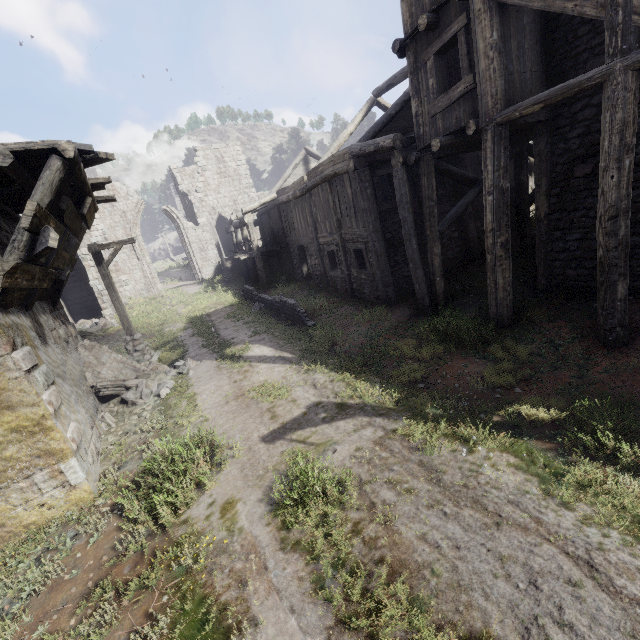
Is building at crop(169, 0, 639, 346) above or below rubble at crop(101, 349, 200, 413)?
above

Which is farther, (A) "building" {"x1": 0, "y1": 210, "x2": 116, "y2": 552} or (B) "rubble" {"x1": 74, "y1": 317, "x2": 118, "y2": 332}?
(B) "rubble" {"x1": 74, "y1": 317, "x2": 118, "y2": 332}

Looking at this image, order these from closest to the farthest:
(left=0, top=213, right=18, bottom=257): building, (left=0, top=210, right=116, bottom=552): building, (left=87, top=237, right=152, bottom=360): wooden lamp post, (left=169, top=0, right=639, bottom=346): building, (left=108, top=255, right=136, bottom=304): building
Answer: (left=0, top=210, right=116, bottom=552): building → (left=169, top=0, right=639, bottom=346): building → (left=0, top=213, right=18, bottom=257): building → (left=87, top=237, right=152, bottom=360): wooden lamp post → (left=108, top=255, right=136, bottom=304): building

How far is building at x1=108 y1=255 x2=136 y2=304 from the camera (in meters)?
25.88

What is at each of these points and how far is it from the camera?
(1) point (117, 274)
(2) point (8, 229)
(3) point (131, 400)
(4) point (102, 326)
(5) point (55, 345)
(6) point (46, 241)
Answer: (1) building, 26.1 meters
(2) building, 7.9 meters
(3) rubble, 9.3 meters
(4) rubble, 20.1 meters
(5) building, 7.6 meters
(6) wooden plank rubble, 5.3 meters

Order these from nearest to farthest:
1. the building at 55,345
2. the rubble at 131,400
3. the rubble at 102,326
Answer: the building at 55,345 < the rubble at 131,400 < the rubble at 102,326

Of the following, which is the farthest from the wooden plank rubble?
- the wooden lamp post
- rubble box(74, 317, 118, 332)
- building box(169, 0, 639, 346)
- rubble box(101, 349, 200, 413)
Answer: rubble box(74, 317, 118, 332)

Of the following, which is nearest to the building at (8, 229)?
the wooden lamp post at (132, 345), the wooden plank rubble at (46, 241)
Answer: the wooden plank rubble at (46, 241)
